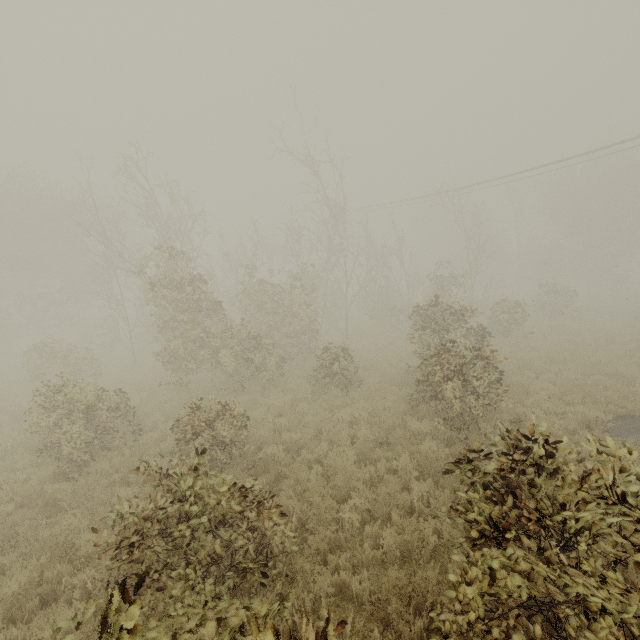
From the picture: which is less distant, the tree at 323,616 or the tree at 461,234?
the tree at 323,616

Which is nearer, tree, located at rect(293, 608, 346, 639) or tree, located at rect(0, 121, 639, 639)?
tree, located at rect(293, 608, 346, 639)

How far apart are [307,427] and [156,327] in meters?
19.3 m
